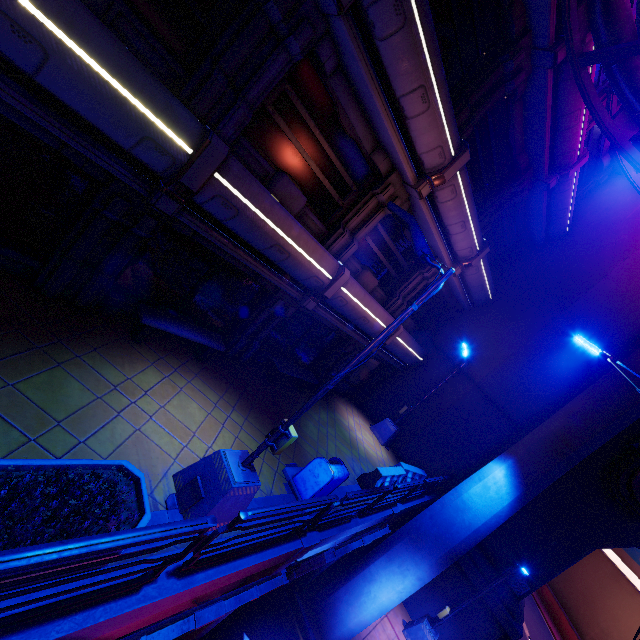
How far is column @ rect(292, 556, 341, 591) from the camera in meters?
10.9 m

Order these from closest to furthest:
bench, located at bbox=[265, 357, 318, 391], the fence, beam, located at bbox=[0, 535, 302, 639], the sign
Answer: beam, located at bbox=[0, 535, 302, 639] < the sign < the fence < bench, located at bbox=[265, 357, 318, 391]

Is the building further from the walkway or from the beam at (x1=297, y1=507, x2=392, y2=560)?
the beam at (x1=297, y1=507, x2=392, y2=560)

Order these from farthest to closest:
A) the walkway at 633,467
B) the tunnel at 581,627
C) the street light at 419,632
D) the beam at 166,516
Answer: the tunnel at 581,627
the street light at 419,632
the walkway at 633,467
the beam at 166,516

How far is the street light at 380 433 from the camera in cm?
1480

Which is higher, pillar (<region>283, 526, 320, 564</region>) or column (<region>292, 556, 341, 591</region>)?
pillar (<region>283, 526, 320, 564</region>)

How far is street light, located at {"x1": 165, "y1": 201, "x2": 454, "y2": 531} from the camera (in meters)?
5.04

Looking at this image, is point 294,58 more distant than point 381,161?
No
